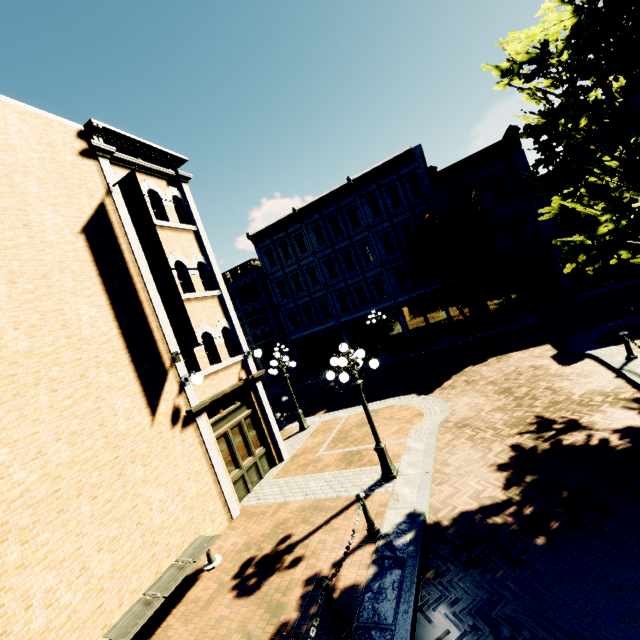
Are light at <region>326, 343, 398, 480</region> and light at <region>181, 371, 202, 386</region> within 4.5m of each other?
yes

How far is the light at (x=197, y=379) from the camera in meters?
8.8

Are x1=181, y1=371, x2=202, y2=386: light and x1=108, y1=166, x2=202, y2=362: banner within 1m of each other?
yes

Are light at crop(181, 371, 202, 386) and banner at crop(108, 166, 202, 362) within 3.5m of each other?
yes

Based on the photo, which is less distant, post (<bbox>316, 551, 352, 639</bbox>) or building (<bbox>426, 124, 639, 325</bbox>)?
post (<bbox>316, 551, 352, 639</bbox>)

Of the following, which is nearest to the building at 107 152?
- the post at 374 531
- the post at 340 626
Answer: the post at 374 531

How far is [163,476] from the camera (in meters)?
7.81

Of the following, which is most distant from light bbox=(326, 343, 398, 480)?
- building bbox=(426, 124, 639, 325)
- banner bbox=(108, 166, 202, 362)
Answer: building bbox=(426, 124, 639, 325)
